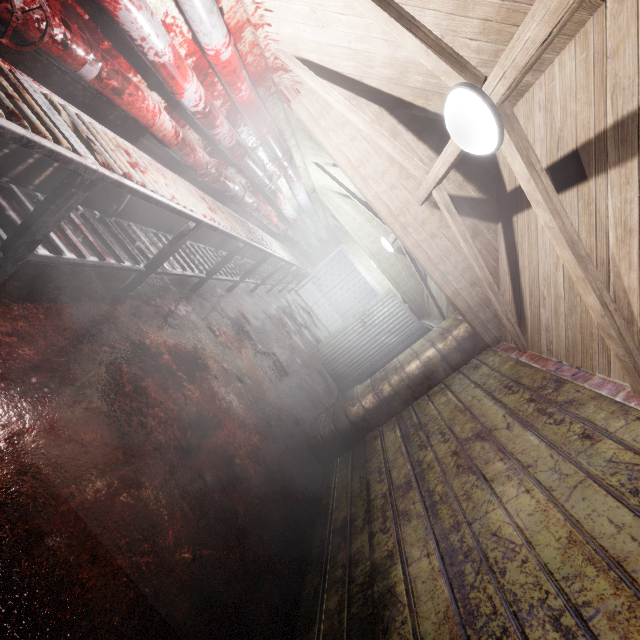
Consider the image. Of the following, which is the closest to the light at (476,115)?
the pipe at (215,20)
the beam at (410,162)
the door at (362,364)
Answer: the beam at (410,162)

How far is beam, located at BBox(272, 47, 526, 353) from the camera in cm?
212

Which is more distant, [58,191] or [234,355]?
[234,355]

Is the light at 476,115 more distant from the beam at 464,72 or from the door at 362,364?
the door at 362,364

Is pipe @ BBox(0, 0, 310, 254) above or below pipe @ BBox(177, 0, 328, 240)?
below

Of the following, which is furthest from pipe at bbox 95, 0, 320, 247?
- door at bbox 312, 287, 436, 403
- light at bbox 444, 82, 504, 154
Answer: door at bbox 312, 287, 436, 403

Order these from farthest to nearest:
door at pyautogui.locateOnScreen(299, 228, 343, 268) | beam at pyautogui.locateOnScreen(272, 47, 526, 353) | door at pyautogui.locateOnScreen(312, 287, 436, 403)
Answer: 1. door at pyautogui.locateOnScreen(299, 228, 343, 268)
2. door at pyautogui.locateOnScreen(312, 287, 436, 403)
3. beam at pyautogui.locateOnScreen(272, 47, 526, 353)

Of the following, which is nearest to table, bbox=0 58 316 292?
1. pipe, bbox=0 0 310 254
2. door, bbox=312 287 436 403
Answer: pipe, bbox=0 0 310 254
